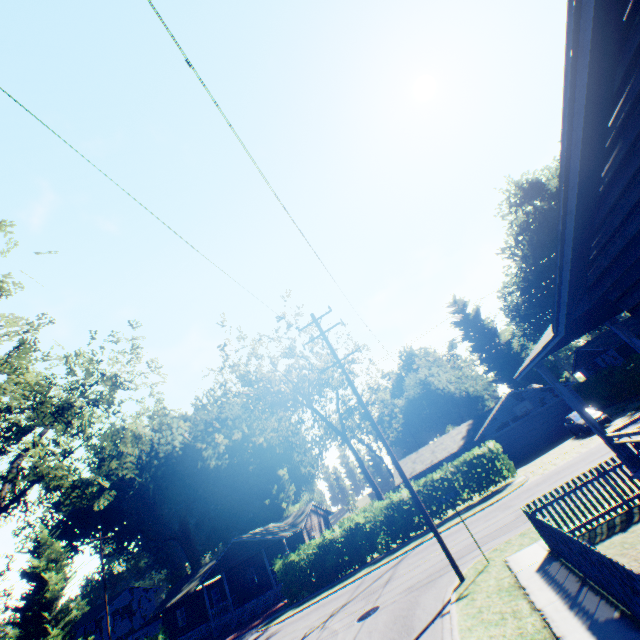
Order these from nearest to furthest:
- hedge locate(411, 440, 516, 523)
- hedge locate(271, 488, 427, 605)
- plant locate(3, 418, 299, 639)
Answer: hedge locate(411, 440, 516, 523) < hedge locate(271, 488, 427, 605) < plant locate(3, 418, 299, 639)

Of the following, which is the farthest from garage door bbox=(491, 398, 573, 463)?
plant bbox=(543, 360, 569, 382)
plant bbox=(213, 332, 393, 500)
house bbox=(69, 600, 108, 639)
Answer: house bbox=(69, 600, 108, 639)

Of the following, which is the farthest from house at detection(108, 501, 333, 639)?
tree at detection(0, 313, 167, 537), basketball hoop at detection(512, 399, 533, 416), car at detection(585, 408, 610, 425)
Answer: car at detection(585, 408, 610, 425)

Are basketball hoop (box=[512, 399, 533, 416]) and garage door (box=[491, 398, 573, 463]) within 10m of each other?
yes

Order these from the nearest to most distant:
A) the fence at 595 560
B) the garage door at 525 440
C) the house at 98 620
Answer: the fence at 595 560 < the garage door at 525 440 < the house at 98 620

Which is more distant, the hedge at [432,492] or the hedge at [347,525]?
the hedge at [347,525]

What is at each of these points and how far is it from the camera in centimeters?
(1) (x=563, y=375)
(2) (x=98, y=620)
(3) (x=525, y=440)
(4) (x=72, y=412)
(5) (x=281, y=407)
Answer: (1) plant, 4928cm
(2) house, 4834cm
(3) garage door, 3173cm
(4) tree, 1670cm
(5) plant, 4381cm

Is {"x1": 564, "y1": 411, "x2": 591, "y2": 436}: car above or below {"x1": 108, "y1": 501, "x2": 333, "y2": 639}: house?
below
